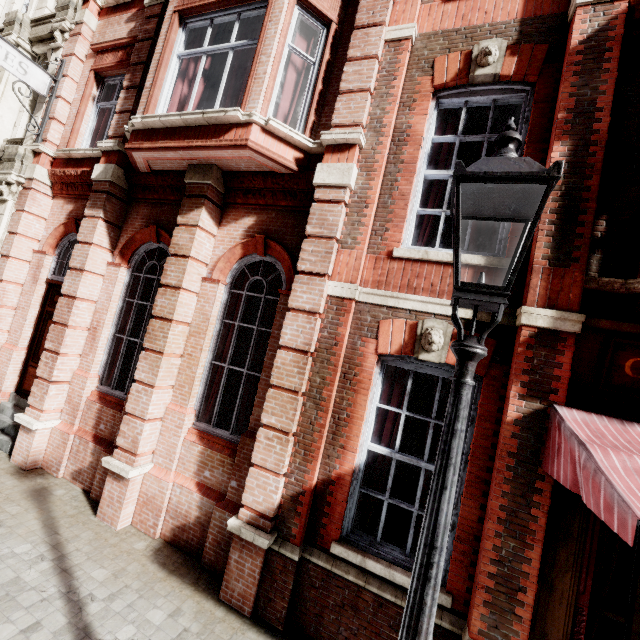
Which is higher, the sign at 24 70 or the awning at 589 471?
the sign at 24 70

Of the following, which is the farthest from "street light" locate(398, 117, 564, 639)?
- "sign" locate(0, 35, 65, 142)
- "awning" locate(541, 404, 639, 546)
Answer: "sign" locate(0, 35, 65, 142)

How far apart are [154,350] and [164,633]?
3.63m

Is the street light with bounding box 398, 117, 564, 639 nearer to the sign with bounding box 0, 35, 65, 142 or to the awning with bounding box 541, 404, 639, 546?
the awning with bounding box 541, 404, 639, 546

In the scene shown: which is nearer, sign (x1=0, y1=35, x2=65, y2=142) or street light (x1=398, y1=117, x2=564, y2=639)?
street light (x1=398, y1=117, x2=564, y2=639)

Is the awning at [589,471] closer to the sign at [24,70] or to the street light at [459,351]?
the street light at [459,351]
